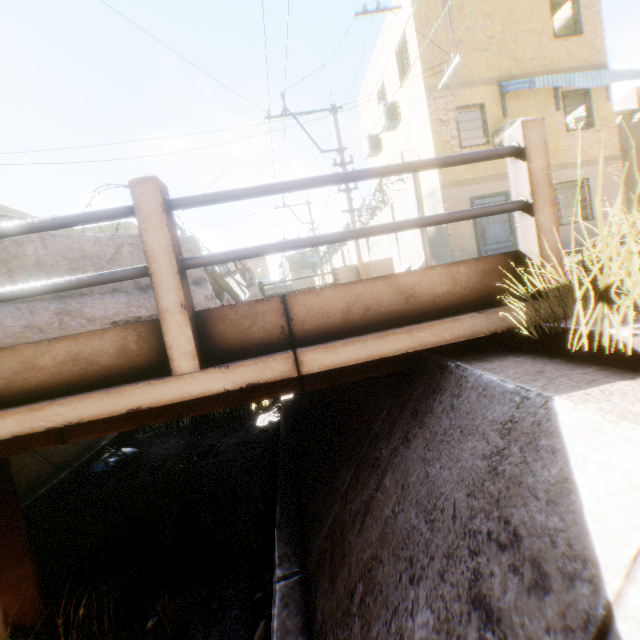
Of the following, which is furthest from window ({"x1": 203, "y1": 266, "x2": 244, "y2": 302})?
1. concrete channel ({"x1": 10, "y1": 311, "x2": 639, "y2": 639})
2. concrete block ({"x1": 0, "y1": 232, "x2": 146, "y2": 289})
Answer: concrete channel ({"x1": 10, "y1": 311, "x2": 639, "y2": 639})

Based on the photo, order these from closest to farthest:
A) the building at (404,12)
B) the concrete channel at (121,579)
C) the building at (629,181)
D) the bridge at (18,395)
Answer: the bridge at (18,395), the concrete channel at (121,579), the building at (404,12), the building at (629,181)

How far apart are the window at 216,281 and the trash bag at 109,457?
4.3m

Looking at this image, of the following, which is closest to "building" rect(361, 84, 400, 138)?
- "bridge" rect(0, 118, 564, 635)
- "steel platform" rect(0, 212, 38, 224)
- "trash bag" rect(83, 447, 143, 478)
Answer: "bridge" rect(0, 118, 564, 635)

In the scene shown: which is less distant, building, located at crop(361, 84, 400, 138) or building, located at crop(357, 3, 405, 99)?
building, located at crop(357, 3, 405, 99)

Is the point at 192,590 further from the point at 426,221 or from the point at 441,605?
the point at 426,221

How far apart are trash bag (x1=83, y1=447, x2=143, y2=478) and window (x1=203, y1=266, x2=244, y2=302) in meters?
4.3 m

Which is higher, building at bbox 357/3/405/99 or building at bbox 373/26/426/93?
building at bbox 357/3/405/99
